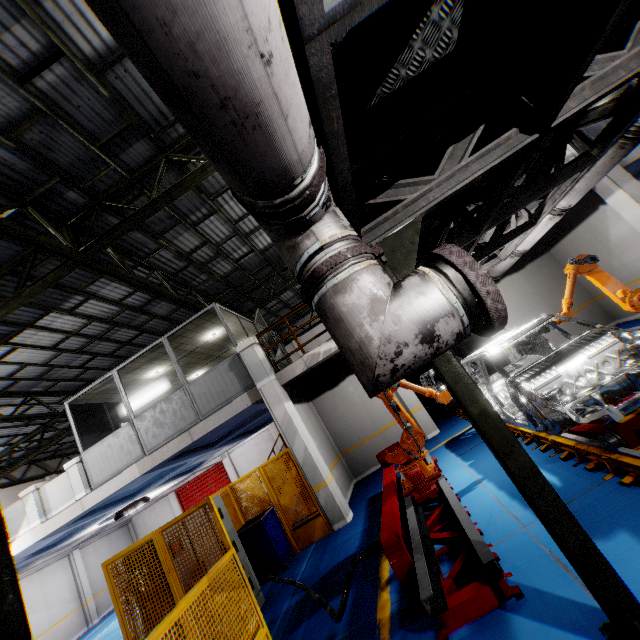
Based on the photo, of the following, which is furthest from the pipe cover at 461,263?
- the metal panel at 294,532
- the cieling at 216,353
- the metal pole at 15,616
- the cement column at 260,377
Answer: the cieling at 216,353

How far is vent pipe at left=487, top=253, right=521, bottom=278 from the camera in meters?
8.4

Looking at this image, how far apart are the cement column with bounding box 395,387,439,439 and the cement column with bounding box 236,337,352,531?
3.23m

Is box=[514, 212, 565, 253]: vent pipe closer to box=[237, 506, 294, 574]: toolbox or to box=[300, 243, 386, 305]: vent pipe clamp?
box=[300, 243, 386, 305]: vent pipe clamp

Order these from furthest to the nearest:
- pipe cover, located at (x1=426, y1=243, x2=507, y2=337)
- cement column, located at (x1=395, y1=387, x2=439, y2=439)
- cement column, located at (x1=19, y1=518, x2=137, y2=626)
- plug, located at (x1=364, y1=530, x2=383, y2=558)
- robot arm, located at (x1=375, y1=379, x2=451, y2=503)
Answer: cement column, located at (x1=19, y1=518, x2=137, y2=626) → cement column, located at (x1=395, y1=387, x2=439, y2=439) → robot arm, located at (x1=375, y1=379, x2=451, y2=503) → plug, located at (x1=364, y1=530, x2=383, y2=558) → pipe cover, located at (x1=426, y1=243, x2=507, y2=337)

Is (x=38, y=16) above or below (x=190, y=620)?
above

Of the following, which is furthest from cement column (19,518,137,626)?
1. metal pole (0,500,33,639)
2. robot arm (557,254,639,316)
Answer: robot arm (557,254,639,316)

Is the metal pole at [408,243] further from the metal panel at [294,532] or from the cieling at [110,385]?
the cieling at [110,385]
